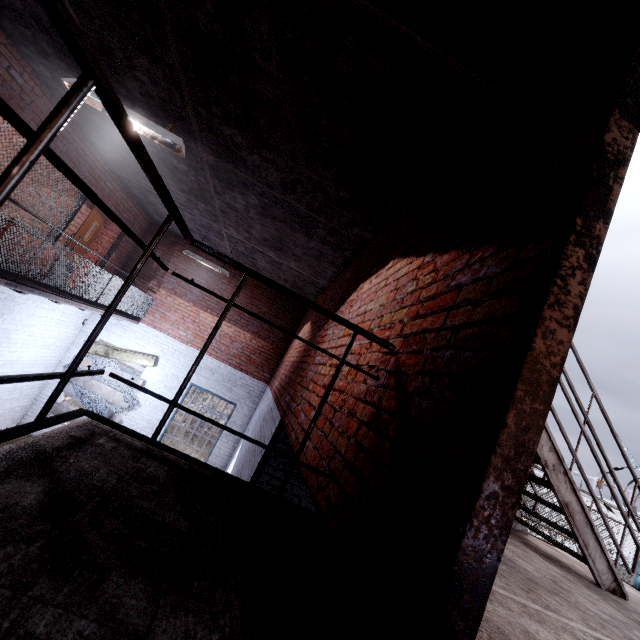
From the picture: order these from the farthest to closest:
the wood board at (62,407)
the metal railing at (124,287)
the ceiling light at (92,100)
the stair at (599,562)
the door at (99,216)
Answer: the wood board at (62,407) → the door at (99,216) → the stair at (599,562) → the ceiling light at (92,100) → the metal railing at (124,287)

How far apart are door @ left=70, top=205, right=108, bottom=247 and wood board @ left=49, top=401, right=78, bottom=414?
2.6m

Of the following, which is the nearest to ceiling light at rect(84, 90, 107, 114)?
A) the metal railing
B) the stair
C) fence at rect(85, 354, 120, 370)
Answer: the metal railing

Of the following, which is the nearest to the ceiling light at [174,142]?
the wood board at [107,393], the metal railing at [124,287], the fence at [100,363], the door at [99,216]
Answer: the metal railing at [124,287]

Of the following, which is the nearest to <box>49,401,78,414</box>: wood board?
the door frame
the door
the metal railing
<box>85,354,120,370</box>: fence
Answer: <box>85,354,120,370</box>: fence

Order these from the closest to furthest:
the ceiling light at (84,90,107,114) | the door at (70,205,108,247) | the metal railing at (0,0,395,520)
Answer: the metal railing at (0,0,395,520) → the ceiling light at (84,90,107,114) → the door at (70,205,108,247)

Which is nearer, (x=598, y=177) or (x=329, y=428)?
(x=598, y=177)

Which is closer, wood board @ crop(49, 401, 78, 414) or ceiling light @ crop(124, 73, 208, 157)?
ceiling light @ crop(124, 73, 208, 157)
